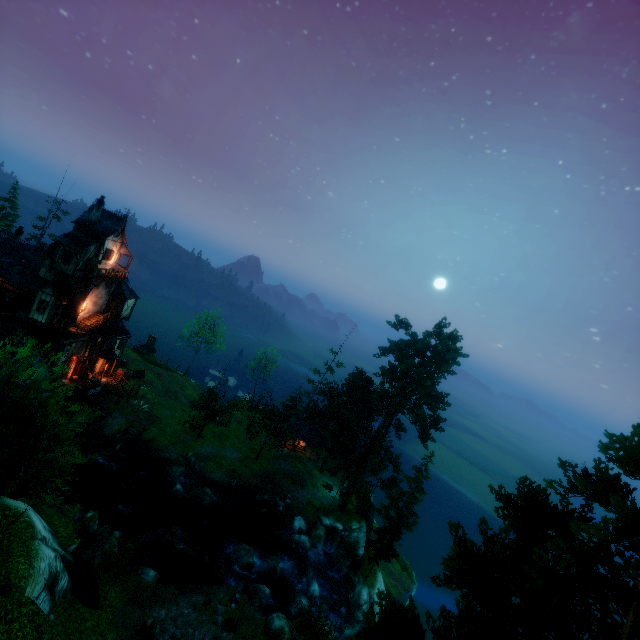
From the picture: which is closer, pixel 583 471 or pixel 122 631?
pixel 583 471

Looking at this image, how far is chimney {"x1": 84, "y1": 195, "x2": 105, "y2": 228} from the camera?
33.8m

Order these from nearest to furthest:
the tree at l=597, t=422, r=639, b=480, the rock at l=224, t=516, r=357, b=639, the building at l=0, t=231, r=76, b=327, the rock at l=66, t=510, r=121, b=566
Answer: the tree at l=597, t=422, r=639, b=480 < the rock at l=66, t=510, r=121, b=566 < the rock at l=224, t=516, r=357, b=639 < the building at l=0, t=231, r=76, b=327

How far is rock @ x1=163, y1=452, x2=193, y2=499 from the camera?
31.83m

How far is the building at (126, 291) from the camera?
38.2 meters

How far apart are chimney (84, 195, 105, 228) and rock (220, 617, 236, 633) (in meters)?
35.54

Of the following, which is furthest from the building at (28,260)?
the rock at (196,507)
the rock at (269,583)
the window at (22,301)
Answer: the rock at (269,583)

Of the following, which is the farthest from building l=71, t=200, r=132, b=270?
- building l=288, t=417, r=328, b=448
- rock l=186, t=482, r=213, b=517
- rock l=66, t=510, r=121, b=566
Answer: building l=288, t=417, r=328, b=448
